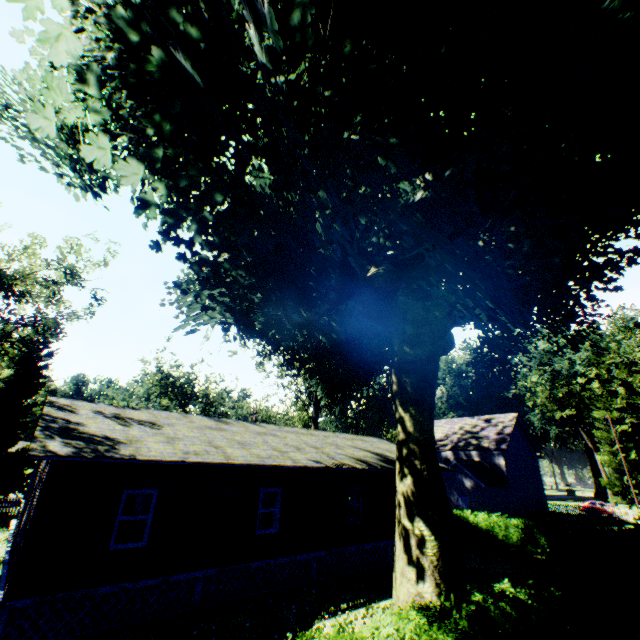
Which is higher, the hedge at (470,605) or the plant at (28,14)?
the plant at (28,14)

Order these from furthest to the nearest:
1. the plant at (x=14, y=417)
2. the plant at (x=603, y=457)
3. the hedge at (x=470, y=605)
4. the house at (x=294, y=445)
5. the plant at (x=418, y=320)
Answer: the plant at (x=603, y=457) → the plant at (x=14, y=417) → the house at (x=294, y=445) → the hedge at (x=470, y=605) → the plant at (x=418, y=320)

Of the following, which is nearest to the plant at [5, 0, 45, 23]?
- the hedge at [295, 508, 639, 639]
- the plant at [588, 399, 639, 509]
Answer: the hedge at [295, 508, 639, 639]

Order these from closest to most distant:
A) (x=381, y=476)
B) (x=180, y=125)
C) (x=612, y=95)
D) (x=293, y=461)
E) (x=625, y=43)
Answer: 1. (x=180, y=125)
2. (x=625, y=43)
3. (x=612, y=95)
4. (x=293, y=461)
5. (x=381, y=476)

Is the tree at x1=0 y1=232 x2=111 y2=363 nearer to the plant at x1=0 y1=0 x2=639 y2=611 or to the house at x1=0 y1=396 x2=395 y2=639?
the plant at x1=0 y1=0 x2=639 y2=611

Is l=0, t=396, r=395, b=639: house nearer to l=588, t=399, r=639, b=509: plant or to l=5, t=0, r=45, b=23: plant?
l=5, t=0, r=45, b=23: plant

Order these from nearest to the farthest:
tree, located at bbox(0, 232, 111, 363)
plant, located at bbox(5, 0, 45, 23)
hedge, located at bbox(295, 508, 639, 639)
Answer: plant, located at bbox(5, 0, 45, 23)
hedge, located at bbox(295, 508, 639, 639)
tree, located at bbox(0, 232, 111, 363)

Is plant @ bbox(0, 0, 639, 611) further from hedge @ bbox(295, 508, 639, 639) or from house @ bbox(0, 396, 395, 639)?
house @ bbox(0, 396, 395, 639)
